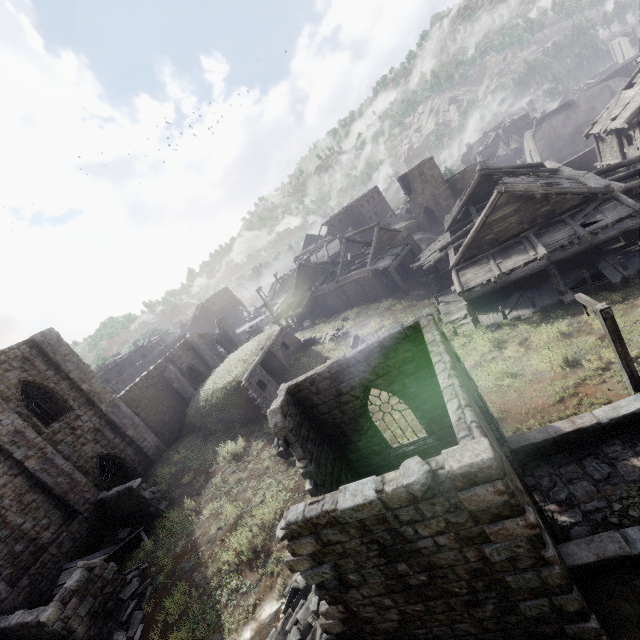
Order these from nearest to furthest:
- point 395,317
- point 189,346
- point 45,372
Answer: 1. point 45,372
2. point 395,317
3. point 189,346

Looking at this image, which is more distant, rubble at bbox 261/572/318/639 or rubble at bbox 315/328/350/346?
rubble at bbox 315/328/350/346

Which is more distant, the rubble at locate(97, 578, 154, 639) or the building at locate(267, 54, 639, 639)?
the rubble at locate(97, 578, 154, 639)

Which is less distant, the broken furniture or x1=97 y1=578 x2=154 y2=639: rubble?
x1=97 y1=578 x2=154 y2=639: rubble

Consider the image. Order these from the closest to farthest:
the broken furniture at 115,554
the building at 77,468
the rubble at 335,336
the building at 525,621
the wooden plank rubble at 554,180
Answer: the building at 525,621 → the building at 77,468 → the broken furniture at 115,554 → the wooden plank rubble at 554,180 → the rubble at 335,336

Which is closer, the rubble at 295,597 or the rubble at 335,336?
the rubble at 295,597

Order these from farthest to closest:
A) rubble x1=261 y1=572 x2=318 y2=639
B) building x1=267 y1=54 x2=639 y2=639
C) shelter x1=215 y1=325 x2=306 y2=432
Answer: shelter x1=215 y1=325 x2=306 y2=432
rubble x1=261 y1=572 x2=318 y2=639
building x1=267 y1=54 x2=639 y2=639

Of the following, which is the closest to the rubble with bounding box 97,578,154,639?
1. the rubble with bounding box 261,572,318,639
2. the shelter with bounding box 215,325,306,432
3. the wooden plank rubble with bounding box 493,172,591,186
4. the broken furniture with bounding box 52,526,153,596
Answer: the broken furniture with bounding box 52,526,153,596
